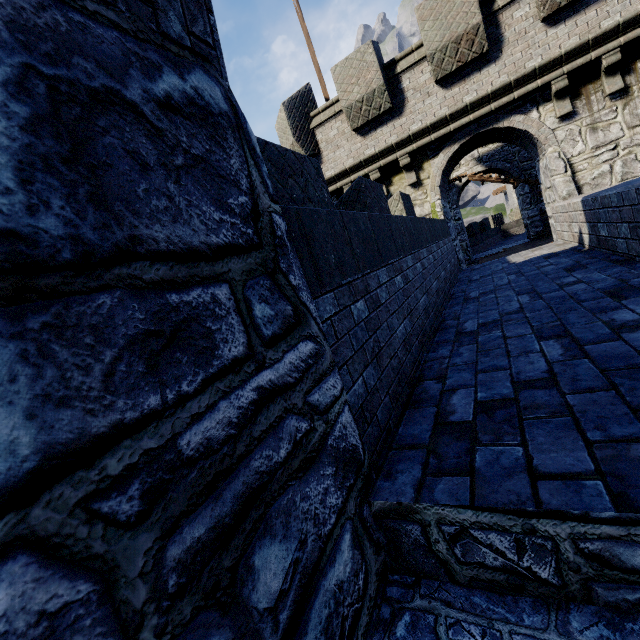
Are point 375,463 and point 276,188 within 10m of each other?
yes

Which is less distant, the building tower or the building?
the building

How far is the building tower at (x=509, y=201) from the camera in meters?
44.6

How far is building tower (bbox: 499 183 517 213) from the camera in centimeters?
4462cm

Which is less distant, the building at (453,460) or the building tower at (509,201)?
the building at (453,460)
